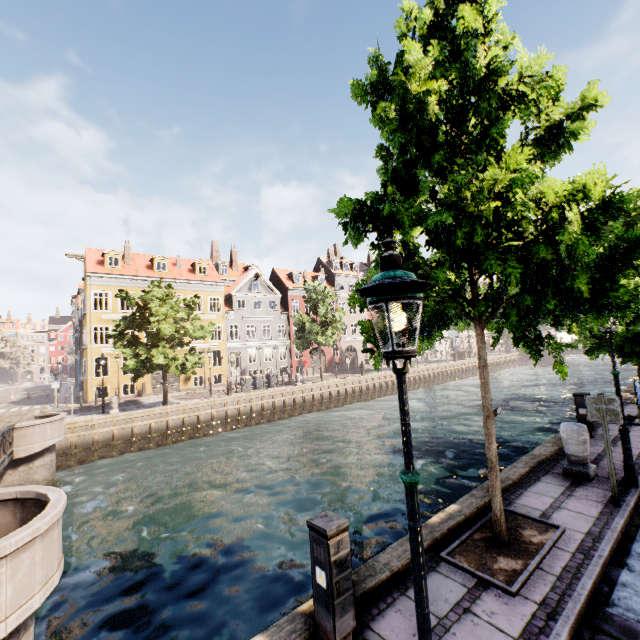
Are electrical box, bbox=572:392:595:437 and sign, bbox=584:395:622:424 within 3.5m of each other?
no

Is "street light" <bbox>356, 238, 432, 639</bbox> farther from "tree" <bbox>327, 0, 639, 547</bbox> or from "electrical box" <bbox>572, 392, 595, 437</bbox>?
"electrical box" <bbox>572, 392, 595, 437</bbox>

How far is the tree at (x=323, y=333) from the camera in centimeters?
2914cm

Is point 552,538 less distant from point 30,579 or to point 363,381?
point 30,579

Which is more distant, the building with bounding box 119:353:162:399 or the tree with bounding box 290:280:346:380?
the tree with bounding box 290:280:346:380

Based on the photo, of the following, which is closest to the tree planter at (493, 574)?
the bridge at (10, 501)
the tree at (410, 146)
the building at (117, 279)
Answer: the tree at (410, 146)

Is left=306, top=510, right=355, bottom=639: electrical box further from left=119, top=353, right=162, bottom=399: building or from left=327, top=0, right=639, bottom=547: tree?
left=119, top=353, right=162, bottom=399: building

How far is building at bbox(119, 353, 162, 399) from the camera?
28.1m
